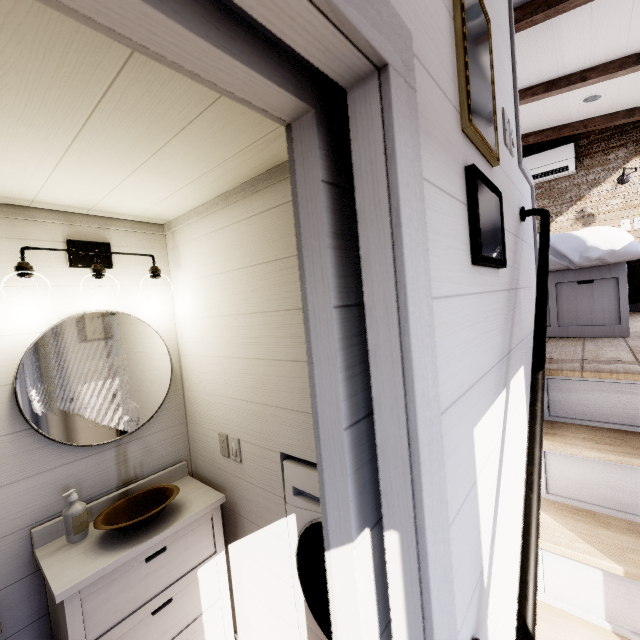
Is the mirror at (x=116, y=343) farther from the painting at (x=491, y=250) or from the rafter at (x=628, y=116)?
the rafter at (x=628, y=116)

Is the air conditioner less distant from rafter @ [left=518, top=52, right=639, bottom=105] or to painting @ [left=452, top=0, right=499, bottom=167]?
rafter @ [left=518, top=52, right=639, bottom=105]

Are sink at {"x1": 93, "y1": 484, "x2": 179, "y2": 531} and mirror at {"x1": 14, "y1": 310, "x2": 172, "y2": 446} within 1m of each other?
yes

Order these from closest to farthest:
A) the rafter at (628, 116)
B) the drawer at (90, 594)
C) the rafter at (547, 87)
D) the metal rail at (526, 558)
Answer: the metal rail at (526, 558)
the drawer at (90, 594)
the rafter at (547, 87)
the rafter at (628, 116)

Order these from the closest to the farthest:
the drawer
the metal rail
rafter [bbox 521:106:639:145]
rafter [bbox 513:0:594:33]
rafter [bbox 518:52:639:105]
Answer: the metal rail, the drawer, rafter [bbox 513:0:594:33], rafter [bbox 518:52:639:105], rafter [bbox 521:106:639:145]

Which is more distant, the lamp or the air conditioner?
the air conditioner

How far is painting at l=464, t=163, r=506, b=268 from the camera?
0.8m

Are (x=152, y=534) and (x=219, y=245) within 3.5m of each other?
yes
